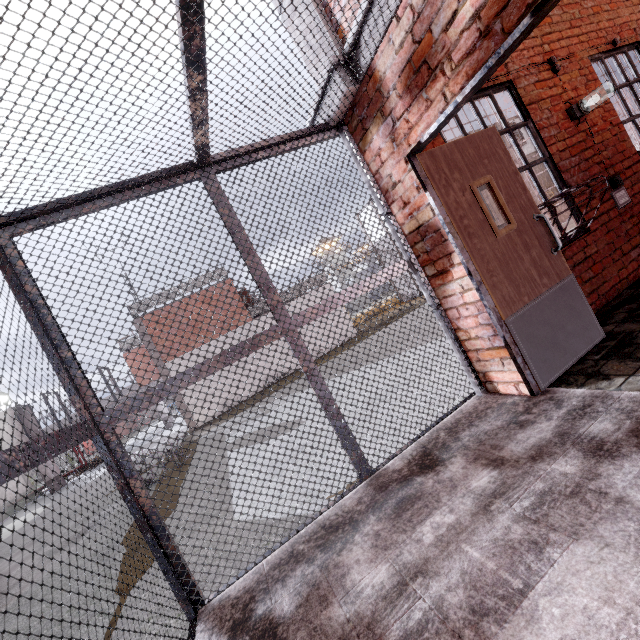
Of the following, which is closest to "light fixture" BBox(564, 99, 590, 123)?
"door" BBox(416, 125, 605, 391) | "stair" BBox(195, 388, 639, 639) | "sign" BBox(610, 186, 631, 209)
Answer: "sign" BBox(610, 186, 631, 209)

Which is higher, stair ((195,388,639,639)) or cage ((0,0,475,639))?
cage ((0,0,475,639))

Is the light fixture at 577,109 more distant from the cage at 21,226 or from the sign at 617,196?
the cage at 21,226

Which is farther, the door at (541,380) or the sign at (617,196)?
the sign at (617,196)

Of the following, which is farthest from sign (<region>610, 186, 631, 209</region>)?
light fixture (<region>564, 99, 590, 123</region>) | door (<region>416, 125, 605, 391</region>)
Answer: door (<region>416, 125, 605, 391</region>)

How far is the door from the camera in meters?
2.6

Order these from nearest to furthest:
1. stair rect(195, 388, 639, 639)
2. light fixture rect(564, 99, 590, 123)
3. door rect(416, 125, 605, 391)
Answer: stair rect(195, 388, 639, 639) → door rect(416, 125, 605, 391) → light fixture rect(564, 99, 590, 123)

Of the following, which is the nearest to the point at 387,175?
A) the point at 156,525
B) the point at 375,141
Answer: the point at 375,141
